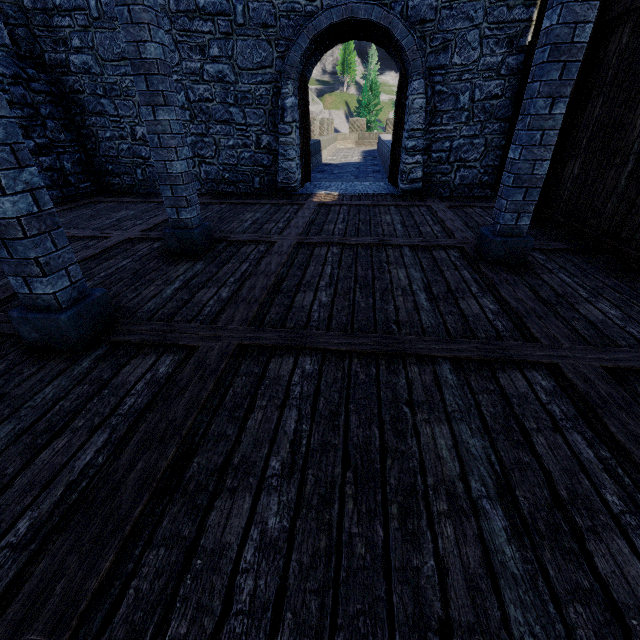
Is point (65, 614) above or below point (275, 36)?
below

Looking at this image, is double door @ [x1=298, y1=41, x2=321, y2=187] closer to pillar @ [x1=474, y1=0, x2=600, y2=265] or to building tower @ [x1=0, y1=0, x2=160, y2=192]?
building tower @ [x1=0, y1=0, x2=160, y2=192]

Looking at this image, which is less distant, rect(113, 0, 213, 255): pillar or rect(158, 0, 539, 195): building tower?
rect(113, 0, 213, 255): pillar

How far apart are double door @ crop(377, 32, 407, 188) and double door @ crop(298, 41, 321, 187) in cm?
115

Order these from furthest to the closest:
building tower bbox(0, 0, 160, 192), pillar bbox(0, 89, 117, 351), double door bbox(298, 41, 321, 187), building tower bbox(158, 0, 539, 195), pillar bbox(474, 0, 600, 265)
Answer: double door bbox(298, 41, 321, 187)
building tower bbox(0, 0, 160, 192)
building tower bbox(158, 0, 539, 195)
pillar bbox(474, 0, 600, 265)
pillar bbox(0, 89, 117, 351)

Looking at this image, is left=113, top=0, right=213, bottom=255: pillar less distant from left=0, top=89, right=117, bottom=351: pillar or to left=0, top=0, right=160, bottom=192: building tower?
left=0, top=89, right=117, bottom=351: pillar

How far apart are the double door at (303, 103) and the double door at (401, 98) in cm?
115

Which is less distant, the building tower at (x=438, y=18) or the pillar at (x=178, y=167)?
the pillar at (x=178, y=167)
